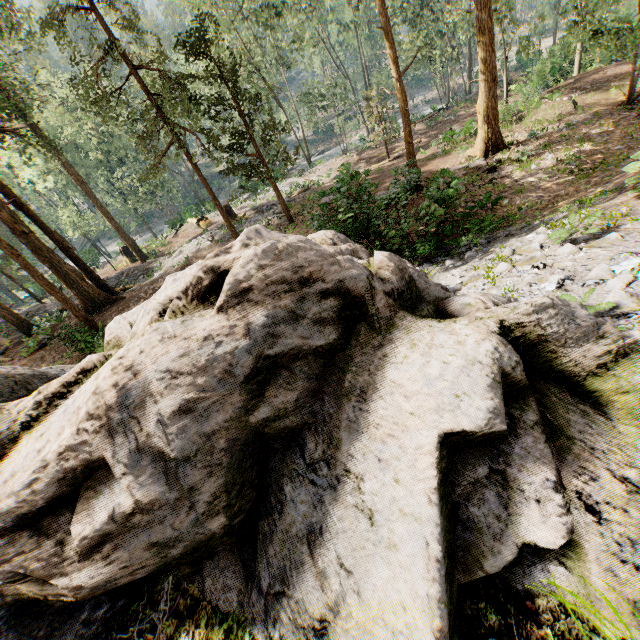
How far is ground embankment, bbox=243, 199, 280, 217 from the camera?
24.6m

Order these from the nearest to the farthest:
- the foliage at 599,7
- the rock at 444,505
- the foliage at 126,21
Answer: the rock at 444,505 < the foliage at 599,7 < the foliage at 126,21

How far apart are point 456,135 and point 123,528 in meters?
27.7 m

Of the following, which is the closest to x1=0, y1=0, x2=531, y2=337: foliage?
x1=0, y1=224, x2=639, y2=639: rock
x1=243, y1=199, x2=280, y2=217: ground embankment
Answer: x1=243, y1=199, x2=280, y2=217: ground embankment

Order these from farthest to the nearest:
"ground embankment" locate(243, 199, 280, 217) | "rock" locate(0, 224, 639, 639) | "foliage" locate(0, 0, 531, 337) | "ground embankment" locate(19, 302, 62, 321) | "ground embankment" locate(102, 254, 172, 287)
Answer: "ground embankment" locate(243, 199, 280, 217), "ground embankment" locate(102, 254, 172, 287), "ground embankment" locate(19, 302, 62, 321), "foliage" locate(0, 0, 531, 337), "rock" locate(0, 224, 639, 639)

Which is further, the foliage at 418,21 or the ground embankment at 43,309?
the ground embankment at 43,309
